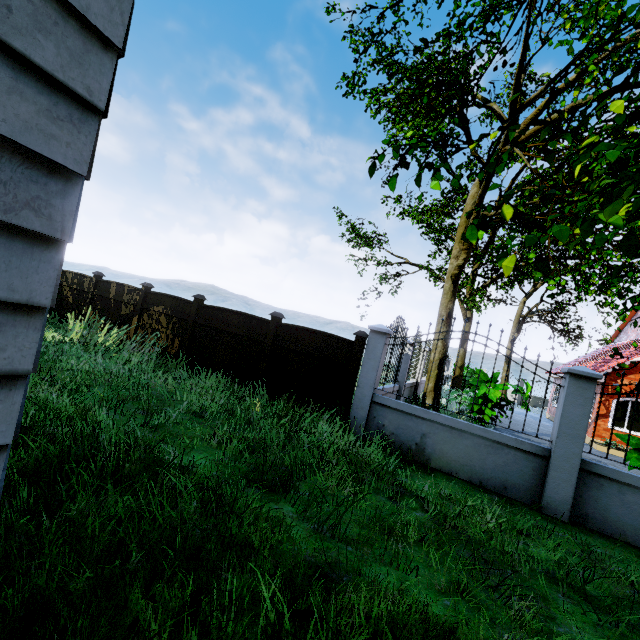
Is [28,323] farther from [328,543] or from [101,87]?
[328,543]

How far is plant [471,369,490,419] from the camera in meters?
10.9 m

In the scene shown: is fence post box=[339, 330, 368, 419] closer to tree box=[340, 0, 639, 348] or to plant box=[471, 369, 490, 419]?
tree box=[340, 0, 639, 348]

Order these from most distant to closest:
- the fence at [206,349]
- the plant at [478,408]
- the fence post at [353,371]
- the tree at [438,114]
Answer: the plant at [478,408] < the fence at [206,349] < the fence post at [353,371] < the tree at [438,114]

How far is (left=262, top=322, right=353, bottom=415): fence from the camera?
6.8 meters

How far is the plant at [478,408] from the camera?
10.93m

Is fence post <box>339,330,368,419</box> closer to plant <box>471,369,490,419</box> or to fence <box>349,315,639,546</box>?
fence <box>349,315,639,546</box>
